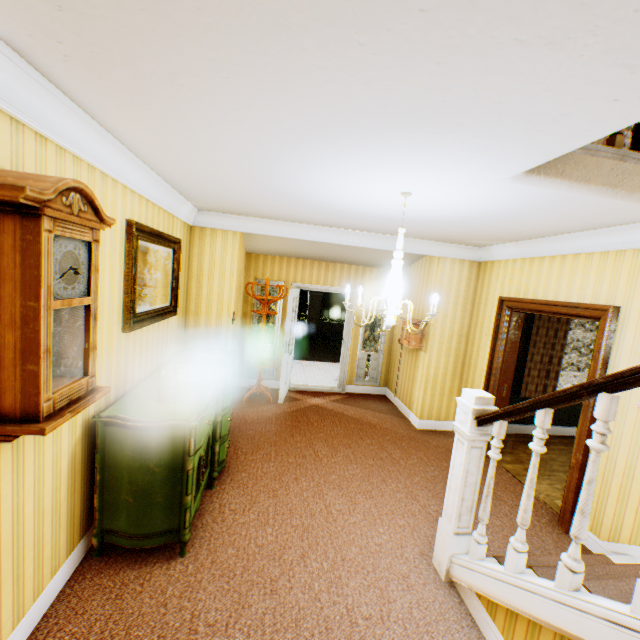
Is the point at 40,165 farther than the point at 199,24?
Yes

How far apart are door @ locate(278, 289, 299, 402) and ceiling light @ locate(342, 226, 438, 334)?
2.6 meters

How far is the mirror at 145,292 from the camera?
2.82m

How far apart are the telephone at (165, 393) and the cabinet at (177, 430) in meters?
0.0 m

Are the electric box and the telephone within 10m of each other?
yes

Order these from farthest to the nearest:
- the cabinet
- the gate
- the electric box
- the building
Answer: the gate
the electric box
the cabinet
the building

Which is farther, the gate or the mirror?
the gate

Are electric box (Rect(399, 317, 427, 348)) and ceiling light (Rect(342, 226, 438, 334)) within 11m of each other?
yes
